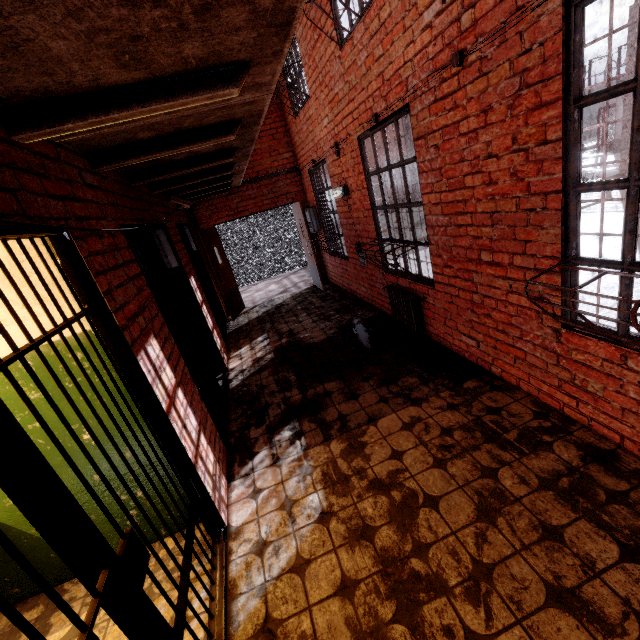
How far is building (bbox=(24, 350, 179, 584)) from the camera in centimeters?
202cm

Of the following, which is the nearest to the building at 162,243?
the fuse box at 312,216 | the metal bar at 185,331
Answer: the metal bar at 185,331

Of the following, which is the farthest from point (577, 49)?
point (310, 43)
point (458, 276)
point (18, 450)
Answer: point (310, 43)

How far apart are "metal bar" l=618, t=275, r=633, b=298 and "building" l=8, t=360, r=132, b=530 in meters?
3.1 m

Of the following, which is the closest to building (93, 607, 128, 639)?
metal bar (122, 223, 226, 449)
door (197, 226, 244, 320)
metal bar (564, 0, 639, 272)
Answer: metal bar (122, 223, 226, 449)

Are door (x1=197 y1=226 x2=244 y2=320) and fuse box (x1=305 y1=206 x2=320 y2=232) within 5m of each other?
yes

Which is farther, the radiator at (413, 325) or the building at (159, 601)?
the radiator at (413, 325)

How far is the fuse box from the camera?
7.7m
